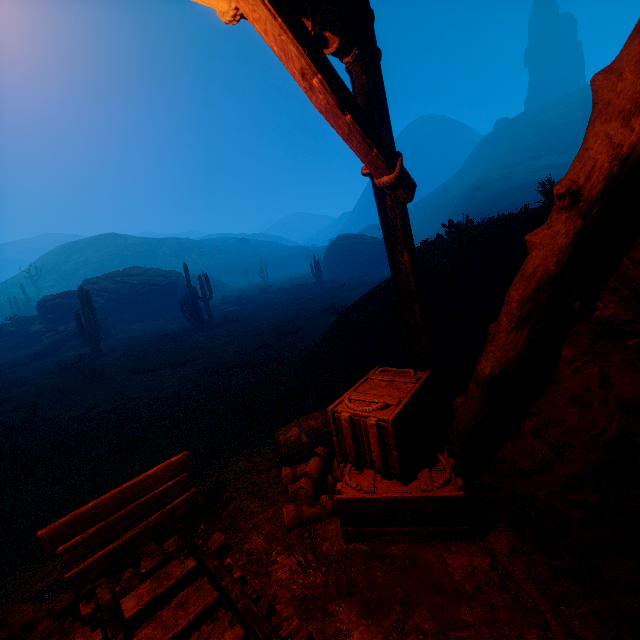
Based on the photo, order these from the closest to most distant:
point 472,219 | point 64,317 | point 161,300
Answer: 1. point 64,317
2. point 161,300
3. point 472,219

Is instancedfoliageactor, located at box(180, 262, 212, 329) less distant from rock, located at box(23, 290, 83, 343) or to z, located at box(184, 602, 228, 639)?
z, located at box(184, 602, 228, 639)

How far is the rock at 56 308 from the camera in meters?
23.4

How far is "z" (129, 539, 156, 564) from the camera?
2.77m

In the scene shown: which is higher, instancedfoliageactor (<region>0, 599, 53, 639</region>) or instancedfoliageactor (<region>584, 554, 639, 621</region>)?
instancedfoliageactor (<region>584, 554, 639, 621</region>)

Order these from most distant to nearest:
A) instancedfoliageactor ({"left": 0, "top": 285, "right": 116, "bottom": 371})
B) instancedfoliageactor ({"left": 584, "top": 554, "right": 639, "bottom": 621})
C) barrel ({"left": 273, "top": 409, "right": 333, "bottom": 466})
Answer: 1. instancedfoliageactor ({"left": 0, "top": 285, "right": 116, "bottom": 371})
2. barrel ({"left": 273, "top": 409, "right": 333, "bottom": 466})
3. instancedfoliageactor ({"left": 584, "top": 554, "right": 639, "bottom": 621})

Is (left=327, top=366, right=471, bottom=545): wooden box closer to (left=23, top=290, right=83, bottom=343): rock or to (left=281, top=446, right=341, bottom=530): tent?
(left=281, top=446, right=341, bottom=530): tent

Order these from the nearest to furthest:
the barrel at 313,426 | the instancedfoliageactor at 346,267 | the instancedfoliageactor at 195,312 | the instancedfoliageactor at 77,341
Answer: the barrel at 313,426
the instancedfoliageactor at 77,341
the instancedfoliageactor at 195,312
the instancedfoliageactor at 346,267
